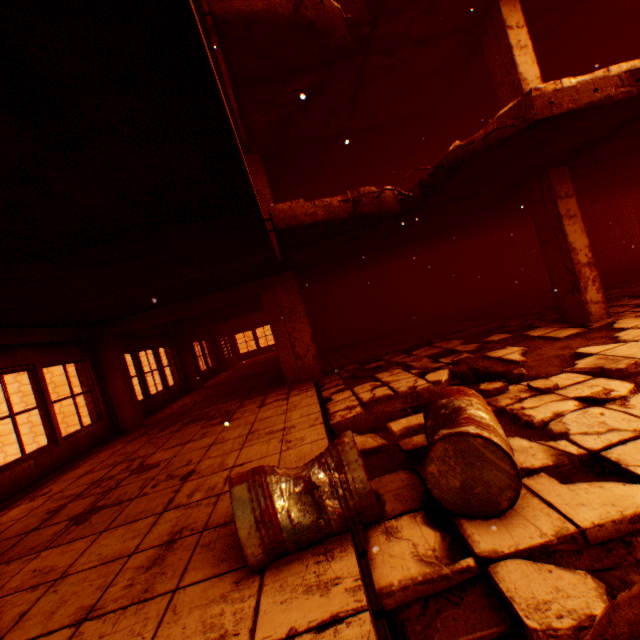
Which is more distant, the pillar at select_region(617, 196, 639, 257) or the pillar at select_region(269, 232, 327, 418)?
the pillar at select_region(617, 196, 639, 257)

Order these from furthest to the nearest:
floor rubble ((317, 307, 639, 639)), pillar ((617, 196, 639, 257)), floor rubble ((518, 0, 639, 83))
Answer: pillar ((617, 196, 639, 257)) < floor rubble ((518, 0, 639, 83)) < floor rubble ((317, 307, 639, 639))

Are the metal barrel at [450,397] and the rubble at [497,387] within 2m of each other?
yes

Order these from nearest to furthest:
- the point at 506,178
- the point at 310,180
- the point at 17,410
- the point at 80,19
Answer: the point at 80,19, the point at 506,178, the point at 310,180, the point at 17,410

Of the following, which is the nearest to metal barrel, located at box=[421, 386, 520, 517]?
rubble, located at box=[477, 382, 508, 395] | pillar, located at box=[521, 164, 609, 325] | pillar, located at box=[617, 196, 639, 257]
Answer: rubble, located at box=[477, 382, 508, 395]

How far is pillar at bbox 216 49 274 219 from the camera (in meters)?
7.88

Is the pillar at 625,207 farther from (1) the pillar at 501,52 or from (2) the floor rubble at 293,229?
(1) the pillar at 501,52
